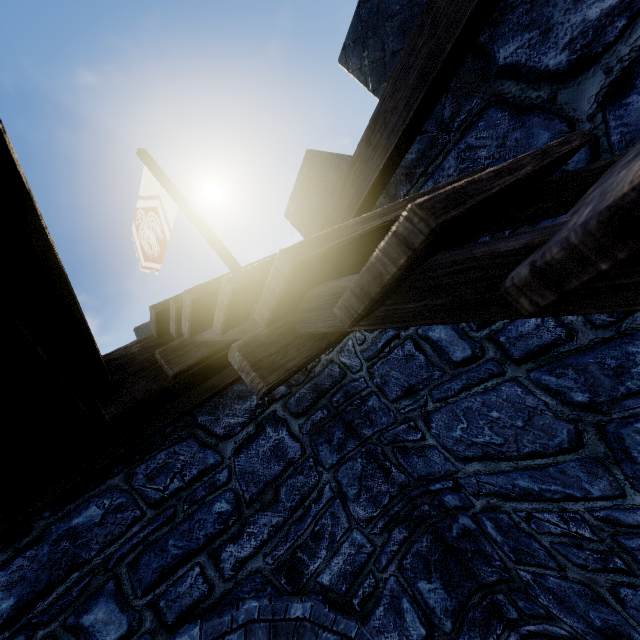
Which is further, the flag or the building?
the flag

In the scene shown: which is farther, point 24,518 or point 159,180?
point 159,180

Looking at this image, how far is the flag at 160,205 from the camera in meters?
6.6

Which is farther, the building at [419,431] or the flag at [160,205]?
the flag at [160,205]

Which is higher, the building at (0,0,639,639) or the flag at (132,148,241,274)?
the flag at (132,148,241,274)

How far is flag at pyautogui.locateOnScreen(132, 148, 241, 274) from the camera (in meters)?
6.65
